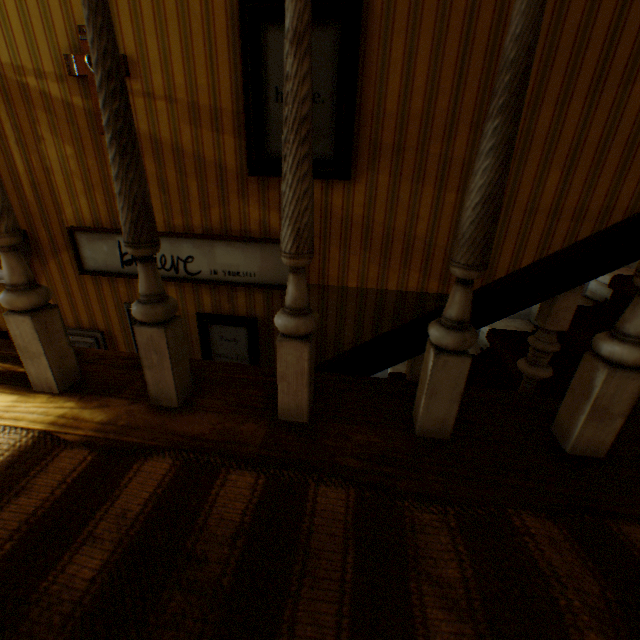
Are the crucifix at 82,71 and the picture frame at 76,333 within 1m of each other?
no

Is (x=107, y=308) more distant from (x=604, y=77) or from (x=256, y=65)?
(x=604, y=77)

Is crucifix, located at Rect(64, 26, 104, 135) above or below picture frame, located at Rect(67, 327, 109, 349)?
above

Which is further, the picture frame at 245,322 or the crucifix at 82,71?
the picture frame at 245,322

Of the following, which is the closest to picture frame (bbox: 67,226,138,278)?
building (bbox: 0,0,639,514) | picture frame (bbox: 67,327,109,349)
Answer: building (bbox: 0,0,639,514)

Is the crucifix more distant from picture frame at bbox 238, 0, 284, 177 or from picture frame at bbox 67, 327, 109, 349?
picture frame at bbox 67, 327, 109, 349

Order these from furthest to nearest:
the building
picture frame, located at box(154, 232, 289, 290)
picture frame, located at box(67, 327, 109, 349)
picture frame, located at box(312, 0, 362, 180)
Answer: picture frame, located at box(67, 327, 109, 349)
picture frame, located at box(154, 232, 289, 290)
picture frame, located at box(312, 0, 362, 180)
the building
